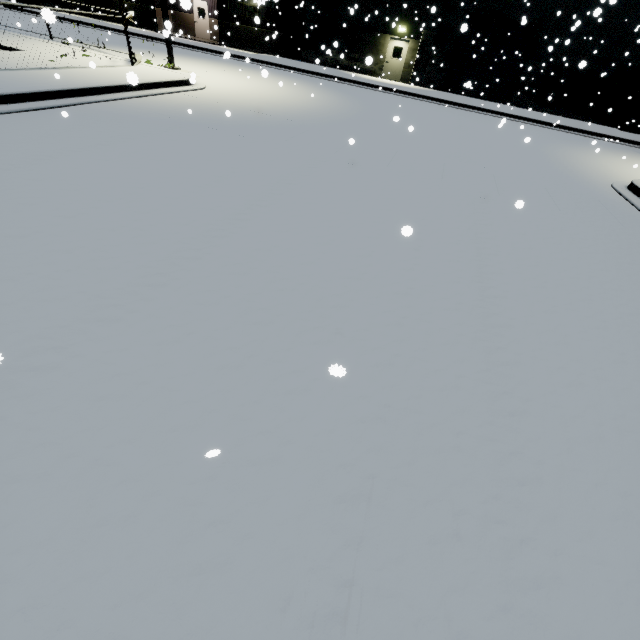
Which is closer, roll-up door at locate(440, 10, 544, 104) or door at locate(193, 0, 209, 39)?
roll-up door at locate(440, 10, 544, 104)

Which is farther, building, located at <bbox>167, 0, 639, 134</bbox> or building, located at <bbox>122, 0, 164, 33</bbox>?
building, located at <bbox>122, 0, 164, 33</bbox>

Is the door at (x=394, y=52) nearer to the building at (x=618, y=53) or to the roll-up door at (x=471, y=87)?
the building at (x=618, y=53)

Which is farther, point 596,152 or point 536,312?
point 596,152

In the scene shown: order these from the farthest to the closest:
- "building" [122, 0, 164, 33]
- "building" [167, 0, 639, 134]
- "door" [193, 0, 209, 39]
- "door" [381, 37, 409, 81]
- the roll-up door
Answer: "door" [193, 0, 209, 39]
"building" [122, 0, 164, 33]
"door" [381, 37, 409, 81]
the roll-up door
"building" [167, 0, 639, 134]

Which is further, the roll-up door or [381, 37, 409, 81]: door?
[381, 37, 409, 81]: door

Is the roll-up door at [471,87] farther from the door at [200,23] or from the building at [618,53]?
the door at [200,23]

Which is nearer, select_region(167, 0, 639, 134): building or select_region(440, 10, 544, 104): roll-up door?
select_region(167, 0, 639, 134): building
